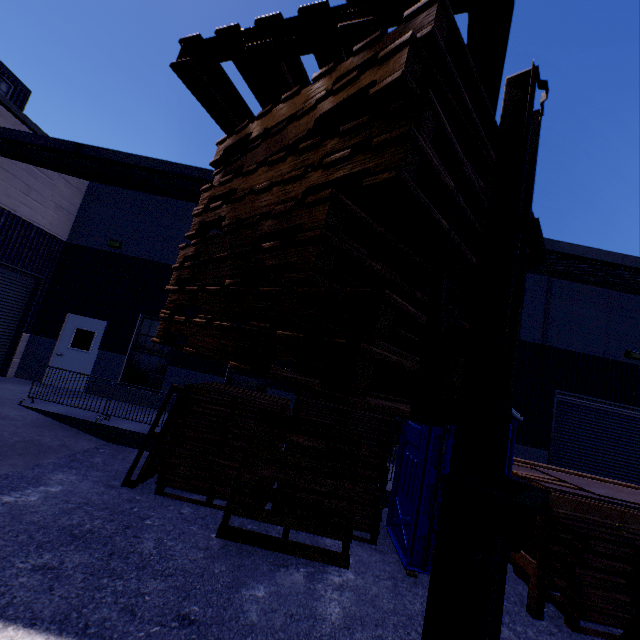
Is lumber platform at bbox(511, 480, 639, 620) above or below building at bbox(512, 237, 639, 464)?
below

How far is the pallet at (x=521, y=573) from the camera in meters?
5.3 m

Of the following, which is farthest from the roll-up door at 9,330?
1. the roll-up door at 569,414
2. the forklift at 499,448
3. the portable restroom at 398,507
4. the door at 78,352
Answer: the roll-up door at 569,414

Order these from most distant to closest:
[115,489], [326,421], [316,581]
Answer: [326,421] → [115,489] → [316,581]

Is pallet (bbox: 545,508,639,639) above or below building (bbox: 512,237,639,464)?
below

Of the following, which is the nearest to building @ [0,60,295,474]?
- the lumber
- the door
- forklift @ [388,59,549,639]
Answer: the door

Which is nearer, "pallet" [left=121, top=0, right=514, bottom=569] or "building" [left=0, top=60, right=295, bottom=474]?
"pallet" [left=121, top=0, right=514, bottom=569]

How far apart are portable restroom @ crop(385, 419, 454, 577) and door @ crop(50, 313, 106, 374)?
10.3m
